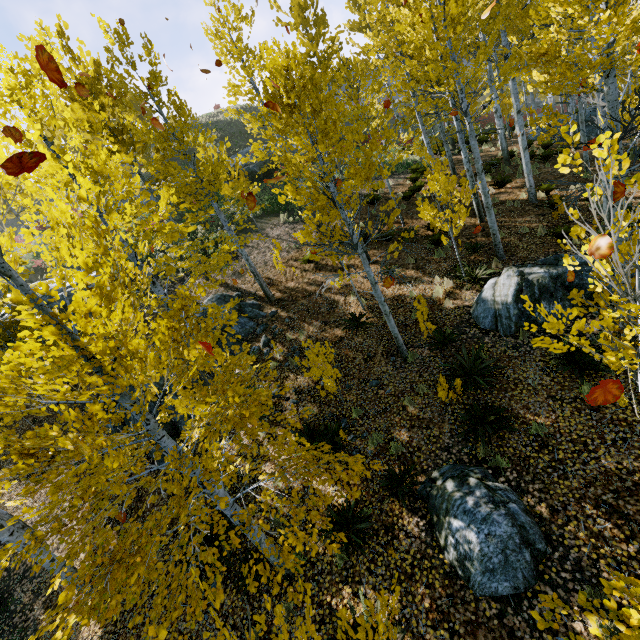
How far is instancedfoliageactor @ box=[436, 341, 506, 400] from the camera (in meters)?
6.85

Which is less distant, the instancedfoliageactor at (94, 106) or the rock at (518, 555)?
the instancedfoliageactor at (94, 106)

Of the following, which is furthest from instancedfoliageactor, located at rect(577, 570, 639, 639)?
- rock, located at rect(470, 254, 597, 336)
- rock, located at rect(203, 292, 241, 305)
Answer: rock, located at rect(203, 292, 241, 305)

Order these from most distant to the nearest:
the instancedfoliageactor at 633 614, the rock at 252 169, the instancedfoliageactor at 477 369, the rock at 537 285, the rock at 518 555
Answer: the rock at 252 169, the rock at 537 285, the instancedfoliageactor at 477 369, the rock at 518 555, the instancedfoliageactor at 633 614

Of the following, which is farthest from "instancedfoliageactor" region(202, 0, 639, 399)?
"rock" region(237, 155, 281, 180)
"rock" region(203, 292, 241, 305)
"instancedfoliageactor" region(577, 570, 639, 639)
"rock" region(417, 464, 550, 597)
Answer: "rock" region(237, 155, 281, 180)

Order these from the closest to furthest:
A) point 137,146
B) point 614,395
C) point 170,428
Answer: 1. point 614,395
2. point 170,428
3. point 137,146

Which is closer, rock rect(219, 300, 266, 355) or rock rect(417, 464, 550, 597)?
rock rect(417, 464, 550, 597)
